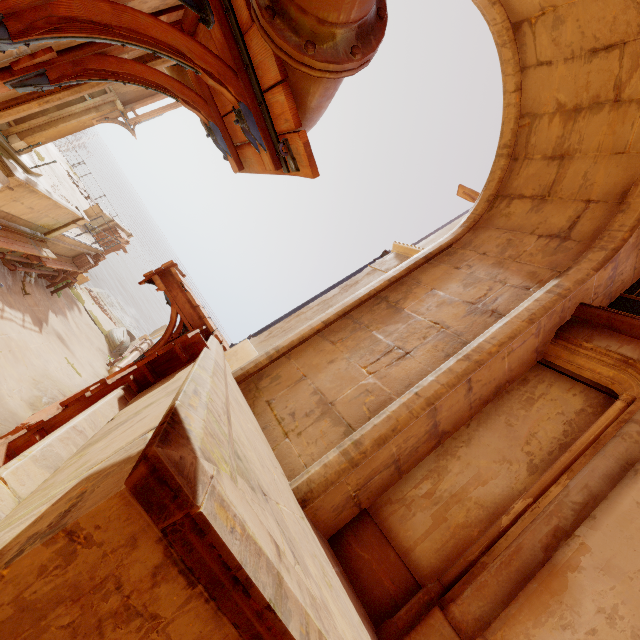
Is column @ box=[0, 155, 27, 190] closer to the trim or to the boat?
the trim

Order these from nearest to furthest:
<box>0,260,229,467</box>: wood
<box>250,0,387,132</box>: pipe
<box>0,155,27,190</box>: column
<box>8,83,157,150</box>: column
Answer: <box>250,0,387,132</box>: pipe → <box>0,260,229,467</box>: wood → <box>0,155,27,190</box>: column → <box>8,83,157,150</box>: column

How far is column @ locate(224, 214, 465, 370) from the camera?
6.3m

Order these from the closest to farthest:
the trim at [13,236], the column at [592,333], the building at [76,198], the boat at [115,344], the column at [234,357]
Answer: the column at [592,333]
the column at [234,357]
the trim at [13,236]
the building at [76,198]
the boat at [115,344]

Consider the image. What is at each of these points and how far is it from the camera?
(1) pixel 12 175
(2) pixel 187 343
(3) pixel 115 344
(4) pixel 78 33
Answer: (1) column, 7.5 meters
(2) wood, 3.7 meters
(3) boat, 21.7 meters
(4) wood, 1.8 meters

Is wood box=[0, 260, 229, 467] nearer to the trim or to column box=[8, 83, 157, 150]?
the trim

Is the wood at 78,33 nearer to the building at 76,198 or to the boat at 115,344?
the building at 76,198

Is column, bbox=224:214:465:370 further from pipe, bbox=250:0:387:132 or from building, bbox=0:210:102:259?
pipe, bbox=250:0:387:132
